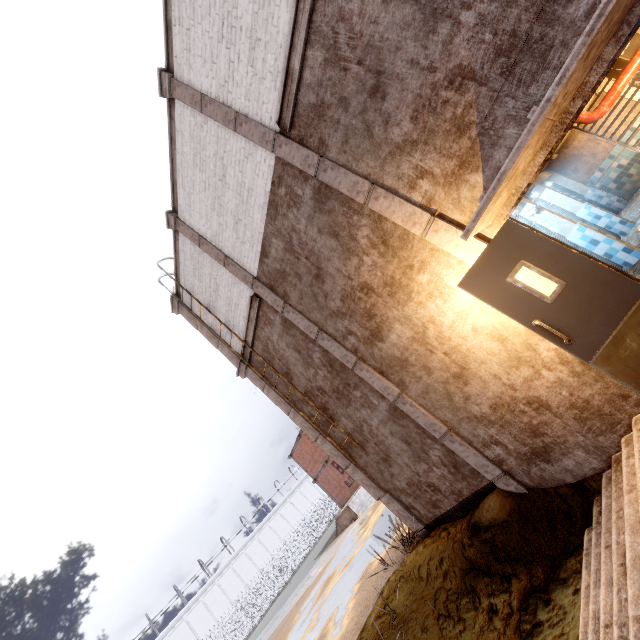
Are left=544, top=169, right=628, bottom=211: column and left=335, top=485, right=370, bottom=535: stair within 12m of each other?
no

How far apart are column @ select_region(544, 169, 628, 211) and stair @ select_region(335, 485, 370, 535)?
20.4m

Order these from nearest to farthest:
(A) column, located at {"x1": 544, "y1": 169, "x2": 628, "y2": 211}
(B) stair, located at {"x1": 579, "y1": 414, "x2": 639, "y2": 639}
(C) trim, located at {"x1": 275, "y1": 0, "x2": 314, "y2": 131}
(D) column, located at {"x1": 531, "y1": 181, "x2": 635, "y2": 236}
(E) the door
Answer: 1. (B) stair, located at {"x1": 579, "y1": 414, "x2": 639, "y2": 639}
2. (E) the door
3. (C) trim, located at {"x1": 275, "y1": 0, "x2": 314, "y2": 131}
4. (D) column, located at {"x1": 531, "y1": 181, "x2": 635, "y2": 236}
5. (A) column, located at {"x1": 544, "y1": 169, "x2": 628, "y2": 211}

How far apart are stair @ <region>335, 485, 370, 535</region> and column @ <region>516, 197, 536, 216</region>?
20.37m

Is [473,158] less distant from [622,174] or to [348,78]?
[348,78]

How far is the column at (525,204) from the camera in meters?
7.2

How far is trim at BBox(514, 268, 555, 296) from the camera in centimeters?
377cm

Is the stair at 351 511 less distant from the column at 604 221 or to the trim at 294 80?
the trim at 294 80
